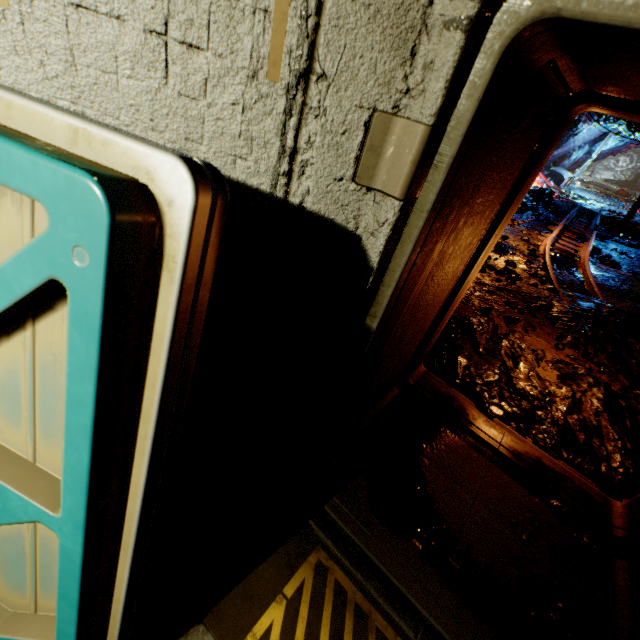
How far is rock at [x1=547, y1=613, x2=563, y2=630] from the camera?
1.9m

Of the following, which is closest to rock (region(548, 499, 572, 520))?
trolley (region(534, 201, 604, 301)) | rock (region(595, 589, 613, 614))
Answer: rock (region(595, 589, 613, 614))

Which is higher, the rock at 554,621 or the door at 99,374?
the door at 99,374

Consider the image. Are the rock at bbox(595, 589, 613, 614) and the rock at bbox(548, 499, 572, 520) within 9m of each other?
yes

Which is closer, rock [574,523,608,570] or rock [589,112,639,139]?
rock [574,523,608,570]

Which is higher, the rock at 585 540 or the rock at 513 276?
the rock at 513 276

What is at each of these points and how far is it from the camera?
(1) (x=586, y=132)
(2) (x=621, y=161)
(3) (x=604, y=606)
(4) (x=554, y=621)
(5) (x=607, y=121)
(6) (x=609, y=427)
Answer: (1) rock, 18.2 meters
(2) rock, 30.7 meters
(3) rock, 2.0 meters
(4) rock, 1.9 meters
(5) rock, 15.6 meters
(6) rock, 3.2 meters

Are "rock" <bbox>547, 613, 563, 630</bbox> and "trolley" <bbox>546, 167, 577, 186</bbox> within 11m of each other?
no
